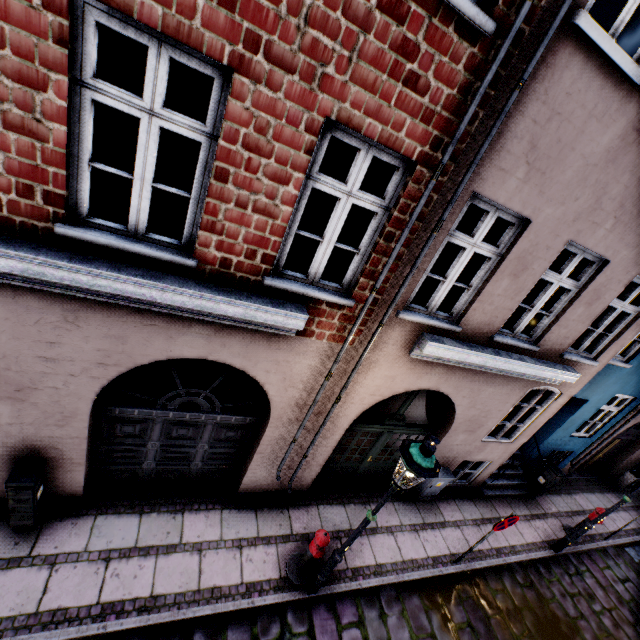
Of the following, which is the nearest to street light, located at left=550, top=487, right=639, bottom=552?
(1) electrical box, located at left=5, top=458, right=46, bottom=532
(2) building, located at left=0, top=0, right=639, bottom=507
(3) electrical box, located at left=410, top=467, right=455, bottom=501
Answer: (2) building, located at left=0, top=0, right=639, bottom=507

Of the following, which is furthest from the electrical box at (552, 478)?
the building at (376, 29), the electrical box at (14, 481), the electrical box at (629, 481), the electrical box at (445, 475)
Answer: the electrical box at (14, 481)

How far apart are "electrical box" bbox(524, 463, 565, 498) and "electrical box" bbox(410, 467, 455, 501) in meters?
3.8

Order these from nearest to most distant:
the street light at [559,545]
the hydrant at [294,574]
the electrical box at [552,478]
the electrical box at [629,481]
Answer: the hydrant at [294,574], the street light at [559,545], the electrical box at [552,478], the electrical box at [629,481]

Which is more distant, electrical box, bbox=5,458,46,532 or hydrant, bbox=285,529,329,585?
hydrant, bbox=285,529,329,585

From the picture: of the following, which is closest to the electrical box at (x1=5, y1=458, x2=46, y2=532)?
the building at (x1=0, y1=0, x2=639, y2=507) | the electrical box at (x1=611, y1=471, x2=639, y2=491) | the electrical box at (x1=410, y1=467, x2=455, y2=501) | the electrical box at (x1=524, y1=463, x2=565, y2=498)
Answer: the building at (x1=0, y1=0, x2=639, y2=507)

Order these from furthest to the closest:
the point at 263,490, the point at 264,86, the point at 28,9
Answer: the point at 263,490 → the point at 264,86 → the point at 28,9

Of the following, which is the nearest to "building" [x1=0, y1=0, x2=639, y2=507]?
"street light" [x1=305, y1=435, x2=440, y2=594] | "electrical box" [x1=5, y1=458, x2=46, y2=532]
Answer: "electrical box" [x1=5, y1=458, x2=46, y2=532]
